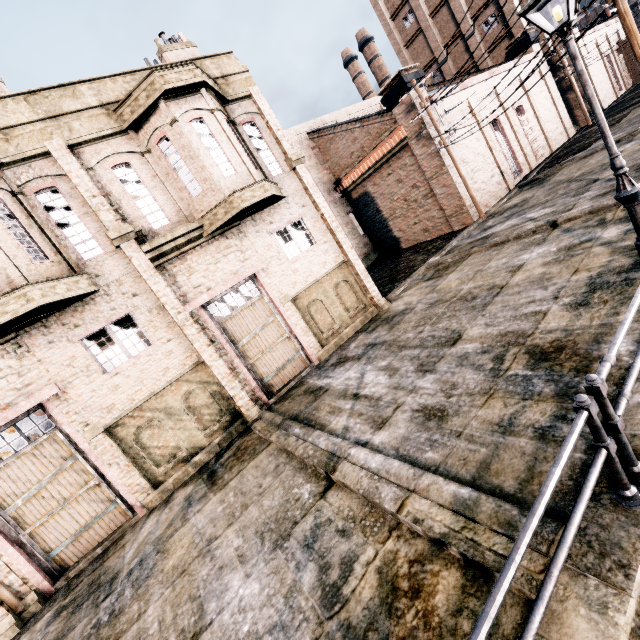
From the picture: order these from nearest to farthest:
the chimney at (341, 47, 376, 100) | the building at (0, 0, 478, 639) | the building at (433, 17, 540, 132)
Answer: the building at (0, 0, 478, 639) → the building at (433, 17, 540, 132) → the chimney at (341, 47, 376, 100)

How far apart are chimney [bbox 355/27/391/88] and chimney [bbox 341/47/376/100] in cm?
262

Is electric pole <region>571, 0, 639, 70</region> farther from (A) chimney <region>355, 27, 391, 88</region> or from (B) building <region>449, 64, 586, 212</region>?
(A) chimney <region>355, 27, 391, 88</region>

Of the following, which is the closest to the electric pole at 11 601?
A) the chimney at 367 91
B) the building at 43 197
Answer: the building at 43 197

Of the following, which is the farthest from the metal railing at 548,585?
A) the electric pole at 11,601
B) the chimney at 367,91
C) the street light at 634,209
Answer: the chimney at 367,91

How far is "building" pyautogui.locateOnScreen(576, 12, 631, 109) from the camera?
34.7m

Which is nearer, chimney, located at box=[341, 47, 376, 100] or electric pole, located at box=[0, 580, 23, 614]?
electric pole, located at box=[0, 580, 23, 614]

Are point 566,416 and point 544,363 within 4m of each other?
yes
